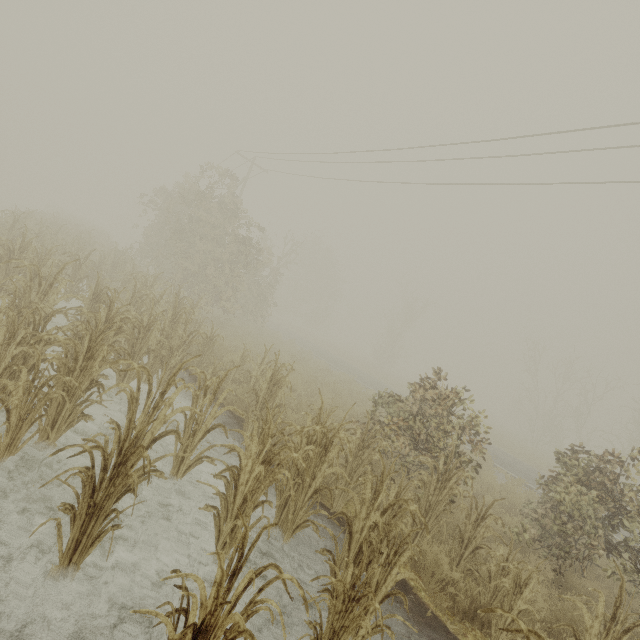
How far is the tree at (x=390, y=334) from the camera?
39.91m

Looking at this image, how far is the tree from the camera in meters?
39.9

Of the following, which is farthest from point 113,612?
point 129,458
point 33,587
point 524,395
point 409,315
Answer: point 524,395
